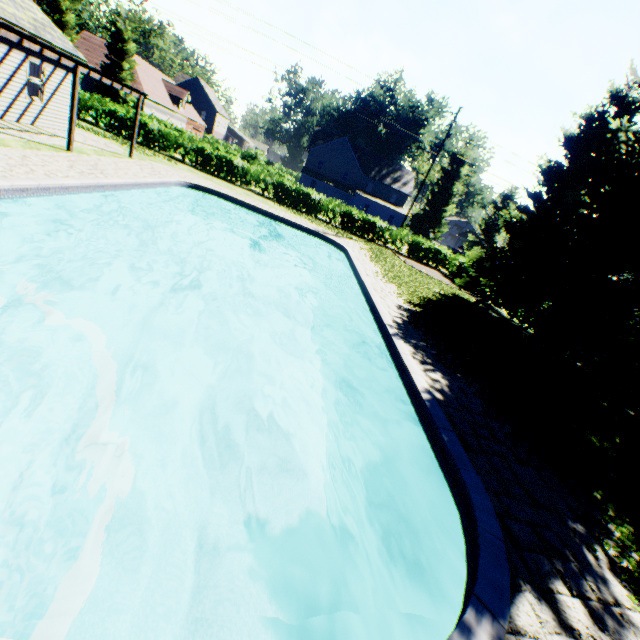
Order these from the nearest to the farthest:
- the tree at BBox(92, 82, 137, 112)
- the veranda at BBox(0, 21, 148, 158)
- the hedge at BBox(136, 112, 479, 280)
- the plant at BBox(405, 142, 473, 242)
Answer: the veranda at BBox(0, 21, 148, 158) < the hedge at BBox(136, 112, 479, 280) < the tree at BBox(92, 82, 137, 112) < the plant at BBox(405, 142, 473, 242)

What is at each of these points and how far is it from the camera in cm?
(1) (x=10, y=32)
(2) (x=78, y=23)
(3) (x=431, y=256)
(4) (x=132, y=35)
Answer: (1) veranda, 884
(2) tree, 3591
(3) hedge, 2855
(4) tree, 3566

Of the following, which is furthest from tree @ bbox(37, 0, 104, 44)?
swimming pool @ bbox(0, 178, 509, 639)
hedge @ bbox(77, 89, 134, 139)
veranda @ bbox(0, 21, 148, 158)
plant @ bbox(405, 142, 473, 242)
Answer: veranda @ bbox(0, 21, 148, 158)

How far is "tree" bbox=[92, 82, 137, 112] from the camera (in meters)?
36.50

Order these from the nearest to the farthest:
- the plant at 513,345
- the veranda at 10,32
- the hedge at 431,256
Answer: the plant at 513,345 → the veranda at 10,32 → the hedge at 431,256

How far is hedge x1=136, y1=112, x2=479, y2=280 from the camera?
24.6 meters

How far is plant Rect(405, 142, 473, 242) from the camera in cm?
4953

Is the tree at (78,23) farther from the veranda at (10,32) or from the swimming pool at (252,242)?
the veranda at (10,32)
